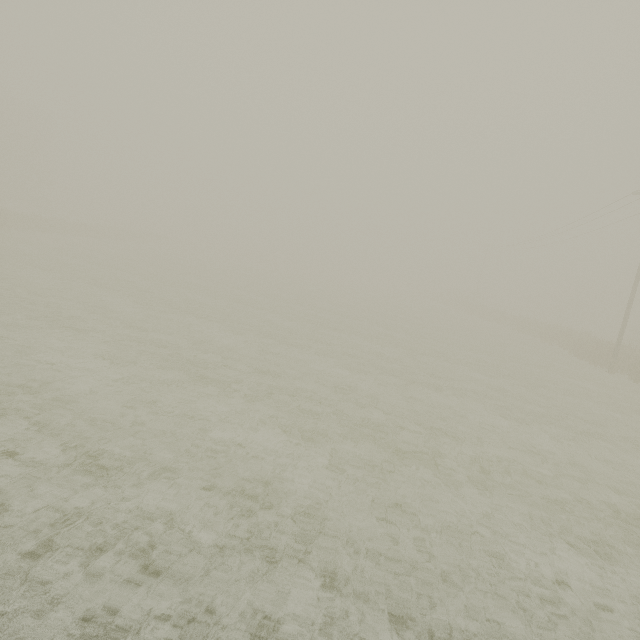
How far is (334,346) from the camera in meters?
15.9 m
